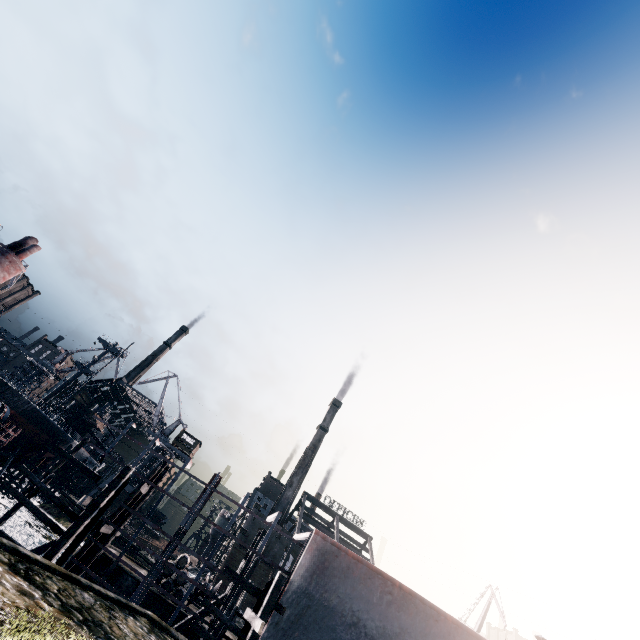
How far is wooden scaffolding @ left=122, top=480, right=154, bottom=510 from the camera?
21.08m

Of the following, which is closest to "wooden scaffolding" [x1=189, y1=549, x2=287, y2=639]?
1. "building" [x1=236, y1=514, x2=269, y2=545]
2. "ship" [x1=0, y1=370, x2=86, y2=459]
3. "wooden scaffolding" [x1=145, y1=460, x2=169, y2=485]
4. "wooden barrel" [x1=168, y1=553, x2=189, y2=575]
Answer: "wooden scaffolding" [x1=145, y1=460, x2=169, y2=485]

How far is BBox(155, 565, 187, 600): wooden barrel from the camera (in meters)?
23.67

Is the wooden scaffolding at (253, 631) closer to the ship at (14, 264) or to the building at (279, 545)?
the ship at (14, 264)

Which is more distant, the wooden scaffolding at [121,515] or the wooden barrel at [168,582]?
the wooden barrel at [168,582]

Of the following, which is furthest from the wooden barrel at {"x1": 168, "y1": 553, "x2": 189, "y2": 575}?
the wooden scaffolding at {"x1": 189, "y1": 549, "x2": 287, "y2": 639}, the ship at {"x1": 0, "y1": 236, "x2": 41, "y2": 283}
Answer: the ship at {"x1": 0, "y1": 236, "x2": 41, "y2": 283}

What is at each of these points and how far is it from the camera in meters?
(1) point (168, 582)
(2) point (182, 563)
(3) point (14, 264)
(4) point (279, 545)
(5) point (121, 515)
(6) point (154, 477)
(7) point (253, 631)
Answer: (1) wooden barrel, 23.9
(2) wooden barrel, 24.7
(3) ship, 21.1
(4) building, 58.7
(5) wooden scaffolding, 21.9
(6) wooden scaffolding, 23.7
(7) wooden scaffolding, 14.0

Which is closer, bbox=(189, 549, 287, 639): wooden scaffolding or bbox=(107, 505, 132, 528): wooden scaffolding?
bbox=(189, 549, 287, 639): wooden scaffolding
